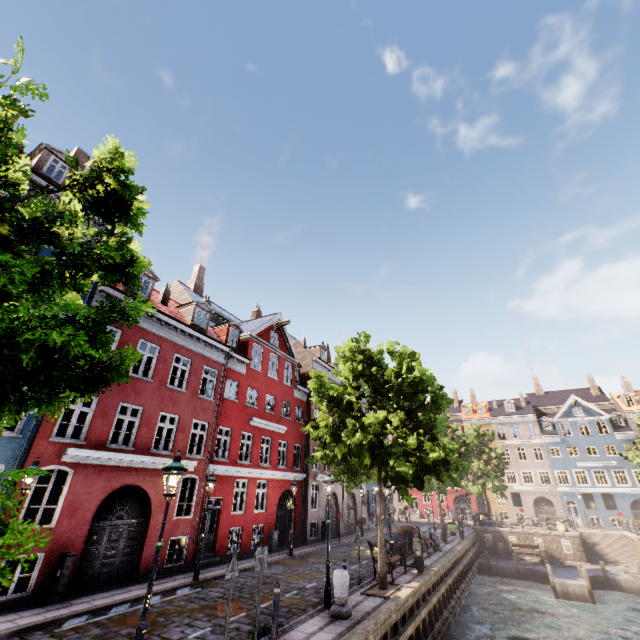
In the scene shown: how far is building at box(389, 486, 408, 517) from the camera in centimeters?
3984cm

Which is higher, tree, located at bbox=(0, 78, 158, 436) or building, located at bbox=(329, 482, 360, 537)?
tree, located at bbox=(0, 78, 158, 436)

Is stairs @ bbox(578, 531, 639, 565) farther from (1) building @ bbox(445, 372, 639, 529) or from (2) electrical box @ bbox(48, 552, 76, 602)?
(2) electrical box @ bbox(48, 552, 76, 602)

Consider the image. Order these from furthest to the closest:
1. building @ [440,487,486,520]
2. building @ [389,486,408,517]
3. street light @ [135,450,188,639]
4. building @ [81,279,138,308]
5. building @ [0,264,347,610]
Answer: building @ [440,487,486,520], building @ [389,486,408,517], building @ [81,279,138,308], building @ [0,264,347,610], street light @ [135,450,188,639]

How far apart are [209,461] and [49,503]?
7.8 meters

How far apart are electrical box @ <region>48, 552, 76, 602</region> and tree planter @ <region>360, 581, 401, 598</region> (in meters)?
9.98

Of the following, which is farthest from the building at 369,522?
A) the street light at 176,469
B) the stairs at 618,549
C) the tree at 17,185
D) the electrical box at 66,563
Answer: the stairs at 618,549

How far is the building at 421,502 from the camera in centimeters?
4759cm
